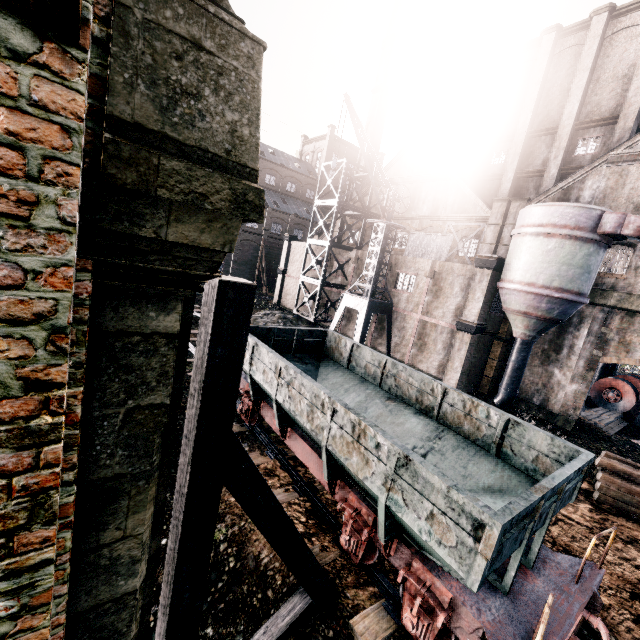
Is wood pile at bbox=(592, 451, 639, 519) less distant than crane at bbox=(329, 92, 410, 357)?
Yes

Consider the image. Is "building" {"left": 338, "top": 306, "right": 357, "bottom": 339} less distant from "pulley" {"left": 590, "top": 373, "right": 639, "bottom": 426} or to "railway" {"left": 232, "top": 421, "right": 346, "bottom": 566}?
"pulley" {"left": 590, "top": 373, "right": 639, "bottom": 426}

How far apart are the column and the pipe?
13.07m

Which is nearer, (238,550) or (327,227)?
(238,550)

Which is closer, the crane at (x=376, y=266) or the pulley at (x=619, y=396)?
the crane at (x=376, y=266)

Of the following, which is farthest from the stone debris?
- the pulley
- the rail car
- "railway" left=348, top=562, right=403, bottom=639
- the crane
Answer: the pulley

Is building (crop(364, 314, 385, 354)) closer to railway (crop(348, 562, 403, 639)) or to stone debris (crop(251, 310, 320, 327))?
stone debris (crop(251, 310, 320, 327))

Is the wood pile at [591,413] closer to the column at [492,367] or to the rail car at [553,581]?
the column at [492,367]
